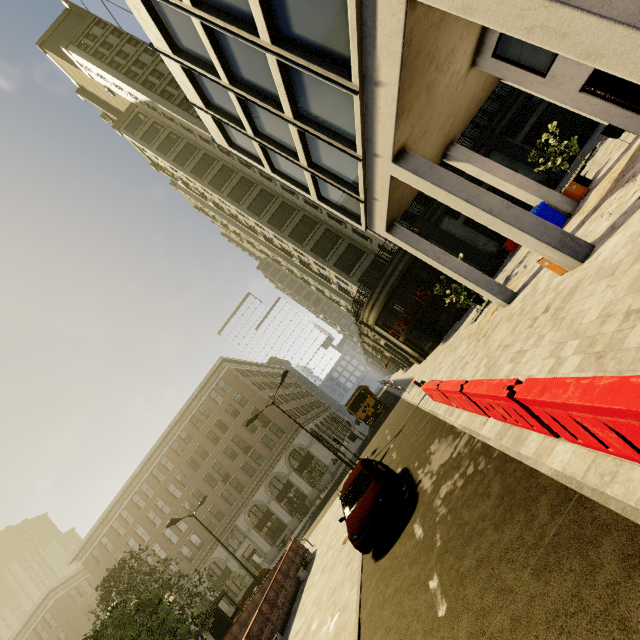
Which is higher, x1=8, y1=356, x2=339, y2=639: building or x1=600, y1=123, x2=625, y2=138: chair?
x1=8, y1=356, x2=339, y2=639: building

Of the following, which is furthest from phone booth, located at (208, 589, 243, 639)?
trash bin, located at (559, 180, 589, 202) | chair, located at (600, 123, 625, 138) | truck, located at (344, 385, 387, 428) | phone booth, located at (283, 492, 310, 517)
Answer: chair, located at (600, 123, 625, 138)

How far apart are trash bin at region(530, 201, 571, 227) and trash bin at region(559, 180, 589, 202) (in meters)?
0.90

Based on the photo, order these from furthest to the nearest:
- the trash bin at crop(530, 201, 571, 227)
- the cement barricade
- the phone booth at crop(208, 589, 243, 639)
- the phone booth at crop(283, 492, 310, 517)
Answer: the phone booth at crop(283, 492, 310, 517) → the phone booth at crop(208, 589, 243, 639) → the trash bin at crop(530, 201, 571, 227) → the cement barricade

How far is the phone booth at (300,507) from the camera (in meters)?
36.03

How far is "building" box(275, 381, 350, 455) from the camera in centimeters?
4209cm

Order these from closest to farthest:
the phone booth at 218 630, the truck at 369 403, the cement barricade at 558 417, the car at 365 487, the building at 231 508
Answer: the cement barricade at 558 417 < the car at 365 487 < the phone booth at 218 630 < the truck at 369 403 < the building at 231 508

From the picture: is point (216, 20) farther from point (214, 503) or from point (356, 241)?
point (214, 503)
